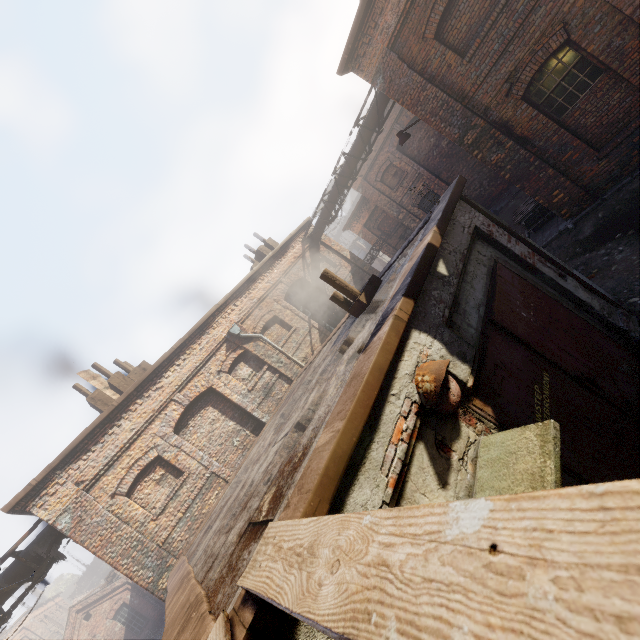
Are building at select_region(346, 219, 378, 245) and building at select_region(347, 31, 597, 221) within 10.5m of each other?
no

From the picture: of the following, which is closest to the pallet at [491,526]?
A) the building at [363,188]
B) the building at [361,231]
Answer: the building at [363,188]

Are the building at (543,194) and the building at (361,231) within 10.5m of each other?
no

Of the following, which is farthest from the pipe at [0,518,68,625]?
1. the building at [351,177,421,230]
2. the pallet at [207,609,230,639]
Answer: the building at [351,177,421,230]

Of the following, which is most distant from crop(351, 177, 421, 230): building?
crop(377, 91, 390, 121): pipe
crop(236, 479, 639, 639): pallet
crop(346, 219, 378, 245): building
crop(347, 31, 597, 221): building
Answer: crop(236, 479, 639, 639): pallet

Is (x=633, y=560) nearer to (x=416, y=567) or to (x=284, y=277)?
(x=416, y=567)

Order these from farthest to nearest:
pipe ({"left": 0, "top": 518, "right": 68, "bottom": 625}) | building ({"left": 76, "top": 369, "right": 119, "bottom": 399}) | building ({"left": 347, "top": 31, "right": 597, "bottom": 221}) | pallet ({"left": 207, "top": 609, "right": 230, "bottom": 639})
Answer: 1. building ({"left": 76, "top": 369, "right": 119, "bottom": 399})
2. building ({"left": 347, "top": 31, "right": 597, "bottom": 221})
3. pipe ({"left": 0, "top": 518, "right": 68, "bottom": 625})
4. pallet ({"left": 207, "top": 609, "right": 230, "bottom": 639})

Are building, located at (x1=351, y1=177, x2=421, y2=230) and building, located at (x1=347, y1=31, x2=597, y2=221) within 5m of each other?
no
